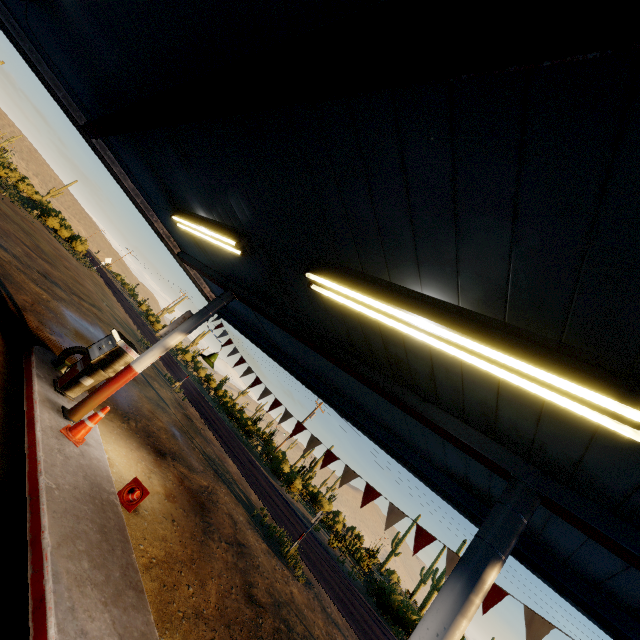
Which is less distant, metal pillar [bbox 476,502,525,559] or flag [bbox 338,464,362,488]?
metal pillar [bbox 476,502,525,559]

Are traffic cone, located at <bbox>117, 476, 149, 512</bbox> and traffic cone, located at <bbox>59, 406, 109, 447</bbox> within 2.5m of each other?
yes

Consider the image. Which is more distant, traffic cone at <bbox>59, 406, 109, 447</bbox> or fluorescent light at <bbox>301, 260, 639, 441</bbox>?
traffic cone at <bbox>59, 406, 109, 447</bbox>

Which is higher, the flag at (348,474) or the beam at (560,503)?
the beam at (560,503)

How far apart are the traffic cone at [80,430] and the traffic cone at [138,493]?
1.1 meters

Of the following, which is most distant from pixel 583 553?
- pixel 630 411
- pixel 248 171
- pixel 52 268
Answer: pixel 52 268

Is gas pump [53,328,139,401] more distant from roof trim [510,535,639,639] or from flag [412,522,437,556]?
roof trim [510,535,639,639]

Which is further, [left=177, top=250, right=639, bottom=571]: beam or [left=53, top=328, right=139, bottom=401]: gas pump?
[left=53, top=328, right=139, bottom=401]: gas pump
